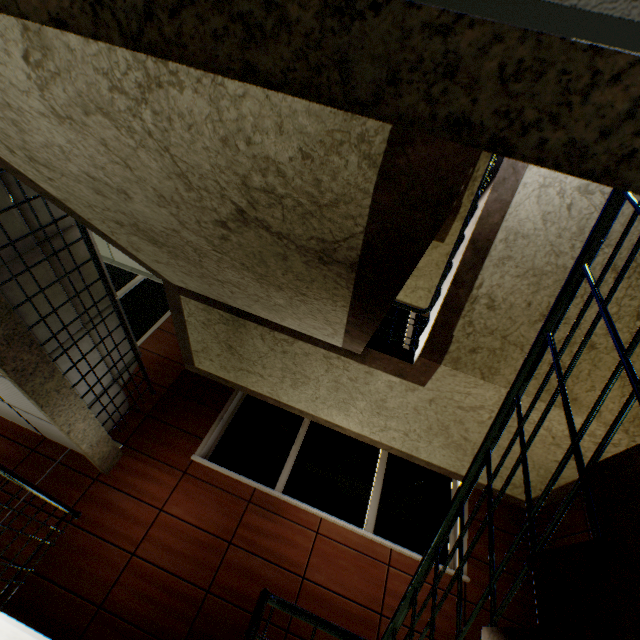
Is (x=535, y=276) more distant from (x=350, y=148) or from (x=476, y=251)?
(x=350, y=148)

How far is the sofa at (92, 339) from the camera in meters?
3.6

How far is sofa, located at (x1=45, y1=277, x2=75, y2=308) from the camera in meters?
3.0 m

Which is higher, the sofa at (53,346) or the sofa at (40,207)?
the sofa at (40,207)

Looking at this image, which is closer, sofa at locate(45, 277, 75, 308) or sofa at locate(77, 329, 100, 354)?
sofa at locate(45, 277, 75, 308)

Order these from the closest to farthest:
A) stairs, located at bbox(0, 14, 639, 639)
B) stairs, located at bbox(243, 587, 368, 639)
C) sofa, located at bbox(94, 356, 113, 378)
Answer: stairs, located at bbox(0, 14, 639, 639) → stairs, located at bbox(243, 587, 368, 639) → sofa, located at bbox(94, 356, 113, 378)

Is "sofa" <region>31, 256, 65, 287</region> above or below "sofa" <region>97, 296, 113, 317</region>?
below
